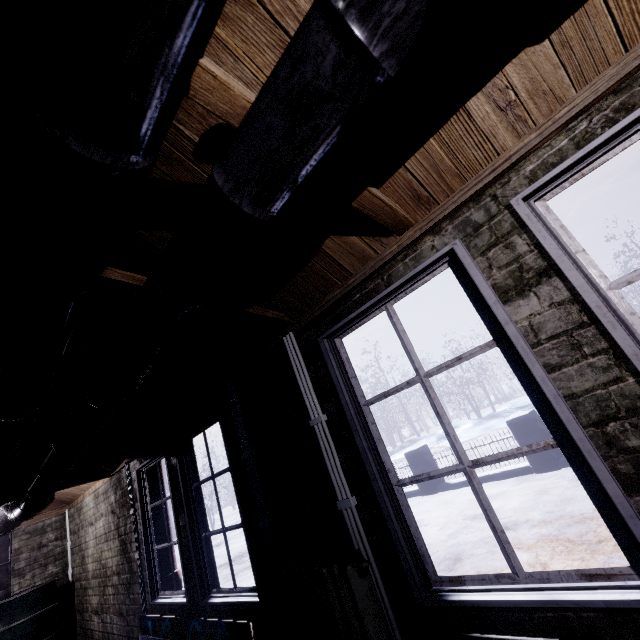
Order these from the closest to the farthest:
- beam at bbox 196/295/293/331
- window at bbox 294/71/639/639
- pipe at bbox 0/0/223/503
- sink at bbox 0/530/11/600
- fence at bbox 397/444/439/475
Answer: pipe at bbox 0/0/223/503 → window at bbox 294/71/639/639 → beam at bbox 196/295/293/331 → sink at bbox 0/530/11/600 → fence at bbox 397/444/439/475

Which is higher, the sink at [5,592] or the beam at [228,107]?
the beam at [228,107]

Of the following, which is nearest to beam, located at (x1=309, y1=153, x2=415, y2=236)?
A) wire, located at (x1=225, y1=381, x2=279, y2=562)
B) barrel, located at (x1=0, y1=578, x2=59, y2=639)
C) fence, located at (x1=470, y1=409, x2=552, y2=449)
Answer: wire, located at (x1=225, y1=381, x2=279, y2=562)

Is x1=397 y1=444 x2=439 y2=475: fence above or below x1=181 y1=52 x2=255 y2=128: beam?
below

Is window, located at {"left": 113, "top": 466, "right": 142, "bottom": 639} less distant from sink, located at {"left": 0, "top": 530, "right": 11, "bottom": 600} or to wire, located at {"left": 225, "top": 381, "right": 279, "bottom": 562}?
wire, located at {"left": 225, "top": 381, "right": 279, "bottom": 562}

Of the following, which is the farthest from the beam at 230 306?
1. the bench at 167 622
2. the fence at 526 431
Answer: the fence at 526 431

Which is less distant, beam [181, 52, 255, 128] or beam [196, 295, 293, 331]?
beam [181, 52, 255, 128]

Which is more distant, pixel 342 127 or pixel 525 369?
pixel 525 369
